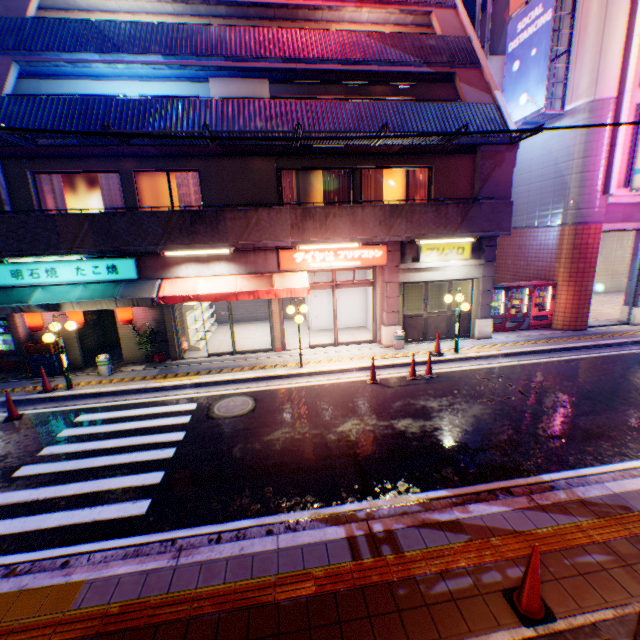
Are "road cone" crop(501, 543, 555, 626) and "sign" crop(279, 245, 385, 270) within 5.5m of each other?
no

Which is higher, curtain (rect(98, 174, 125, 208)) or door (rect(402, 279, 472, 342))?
curtain (rect(98, 174, 125, 208))

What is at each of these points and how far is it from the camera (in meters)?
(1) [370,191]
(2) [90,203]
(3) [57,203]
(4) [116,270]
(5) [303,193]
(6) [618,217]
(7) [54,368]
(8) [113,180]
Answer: (1) curtain, 12.32
(2) window glass, 11.15
(3) curtain, 10.91
(4) sign, 11.03
(5) window glass, 12.24
(6) balcony, 13.18
(7) plastic crate, 11.48
(8) curtain, 11.00

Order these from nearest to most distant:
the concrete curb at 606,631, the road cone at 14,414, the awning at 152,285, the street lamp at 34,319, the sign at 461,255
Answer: the concrete curb at 606,631 < the road cone at 14,414 < the awning at 152,285 < the street lamp at 34,319 < the sign at 461,255

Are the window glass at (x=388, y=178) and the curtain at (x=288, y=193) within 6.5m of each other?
yes

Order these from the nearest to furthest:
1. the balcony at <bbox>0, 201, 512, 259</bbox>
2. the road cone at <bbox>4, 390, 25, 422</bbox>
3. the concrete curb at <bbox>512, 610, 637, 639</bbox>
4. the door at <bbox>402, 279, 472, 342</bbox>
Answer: the concrete curb at <bbox>512, 610, 637, 639</bbox> < the road cone at <bbox>4, 390, 25, 422</bbox> < the balcony at <bbox>0, 201, 512, 259</bbox> < the door at <bbox>402, 279, 472, 342</bbox>

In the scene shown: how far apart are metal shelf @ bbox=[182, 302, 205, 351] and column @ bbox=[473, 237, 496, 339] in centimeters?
1161cm

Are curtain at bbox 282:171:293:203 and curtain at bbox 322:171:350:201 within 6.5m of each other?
yes
